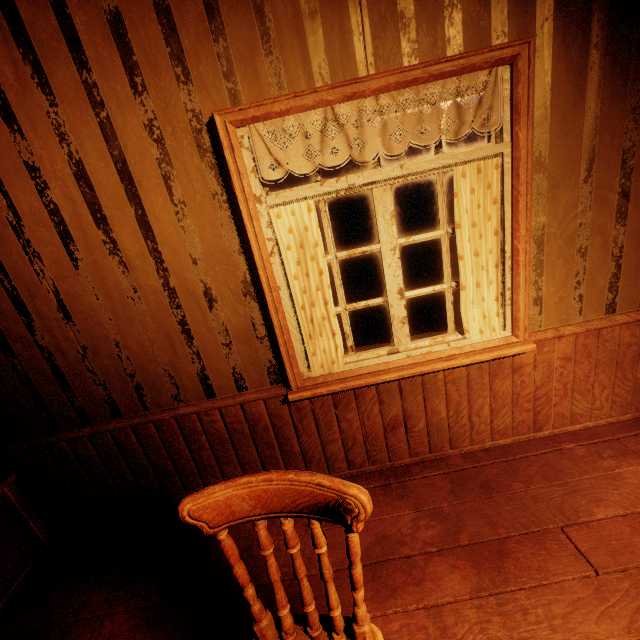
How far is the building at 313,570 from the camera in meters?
1.7 m

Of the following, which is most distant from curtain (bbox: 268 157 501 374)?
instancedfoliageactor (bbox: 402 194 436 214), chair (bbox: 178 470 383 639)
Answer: instancedfoliageactor (bbox: 402 194 436 214)

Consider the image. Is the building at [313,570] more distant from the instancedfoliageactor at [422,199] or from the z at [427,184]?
the instancedfoliageactor at [422,199]

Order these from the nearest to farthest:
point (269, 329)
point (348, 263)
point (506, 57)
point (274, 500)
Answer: point (274, 500), point (506, 57), point (269, 329), point (348, 263)

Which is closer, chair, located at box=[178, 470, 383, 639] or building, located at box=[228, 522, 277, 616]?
chair, located at box=[178, 470, 383, 639]

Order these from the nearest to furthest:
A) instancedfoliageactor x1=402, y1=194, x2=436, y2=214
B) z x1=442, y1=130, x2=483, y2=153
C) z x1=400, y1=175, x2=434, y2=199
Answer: instancedfoliageactor x1=402, y1=194, x2=436, y2=214 < z x1=400, y1=175, x2=434, y2=199 < z x1=442, y1=130, x2=483, y2=153

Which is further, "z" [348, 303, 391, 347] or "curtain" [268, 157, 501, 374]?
"z" [348, 303, 391, 347]

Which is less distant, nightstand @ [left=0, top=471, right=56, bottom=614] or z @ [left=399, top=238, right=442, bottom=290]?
nightstand @ [left=0, top=471, right=56, bottom=614]
